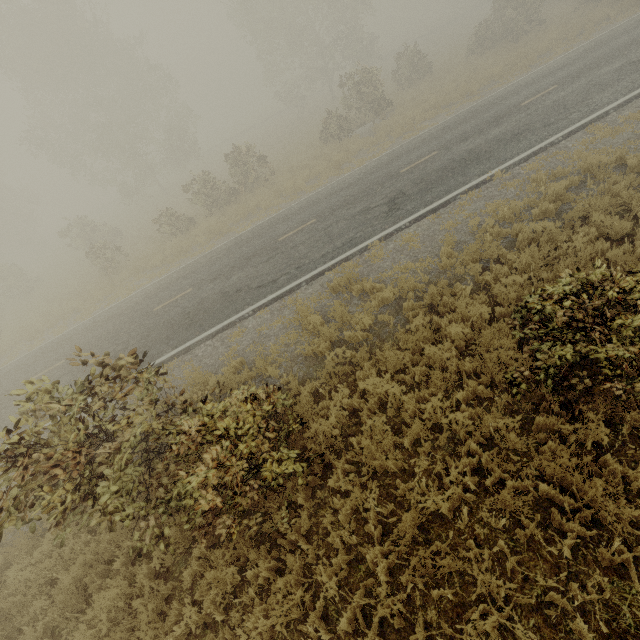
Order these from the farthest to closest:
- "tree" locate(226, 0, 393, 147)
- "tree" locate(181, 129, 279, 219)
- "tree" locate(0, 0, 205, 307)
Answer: "tree" locate(0, 0, 205, 307), "tree" locate(226, 0, 393, 147), "tree" locate(181, 129, 279, 219)

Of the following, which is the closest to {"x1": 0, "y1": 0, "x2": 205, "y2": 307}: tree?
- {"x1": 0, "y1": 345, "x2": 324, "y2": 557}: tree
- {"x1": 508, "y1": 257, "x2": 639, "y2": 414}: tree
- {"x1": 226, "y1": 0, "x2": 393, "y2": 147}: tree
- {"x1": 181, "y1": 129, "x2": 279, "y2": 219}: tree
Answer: {"x1": 226, "y1": 0, "x2": 393, "y2": 147}: tree

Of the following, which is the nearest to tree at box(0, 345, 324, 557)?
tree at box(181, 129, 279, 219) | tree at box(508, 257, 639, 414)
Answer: tree at box(508, 257, 639, 414)

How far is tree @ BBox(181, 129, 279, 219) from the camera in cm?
1973

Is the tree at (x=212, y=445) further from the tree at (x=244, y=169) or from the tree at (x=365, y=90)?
the tree at (x=365, y=90)

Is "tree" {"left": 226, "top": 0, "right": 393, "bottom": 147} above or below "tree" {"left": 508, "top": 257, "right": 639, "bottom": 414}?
above

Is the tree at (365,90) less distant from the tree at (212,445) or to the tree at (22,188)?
the tree at (22,188)

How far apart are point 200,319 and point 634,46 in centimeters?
2068cm
